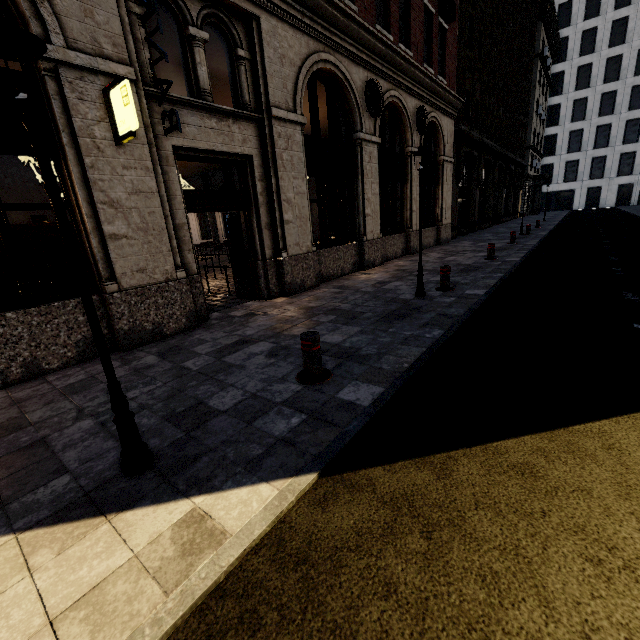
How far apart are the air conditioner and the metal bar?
9.14m

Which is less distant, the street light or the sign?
the street light

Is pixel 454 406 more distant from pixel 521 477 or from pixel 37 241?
pixel 37 241

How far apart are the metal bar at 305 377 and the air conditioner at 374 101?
9.1 meters

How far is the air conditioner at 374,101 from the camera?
9.8 meters

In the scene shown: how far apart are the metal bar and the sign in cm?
374

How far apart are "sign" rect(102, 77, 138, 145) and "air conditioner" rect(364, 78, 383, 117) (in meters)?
7.53

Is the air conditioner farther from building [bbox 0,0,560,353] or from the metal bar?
the metal bar
